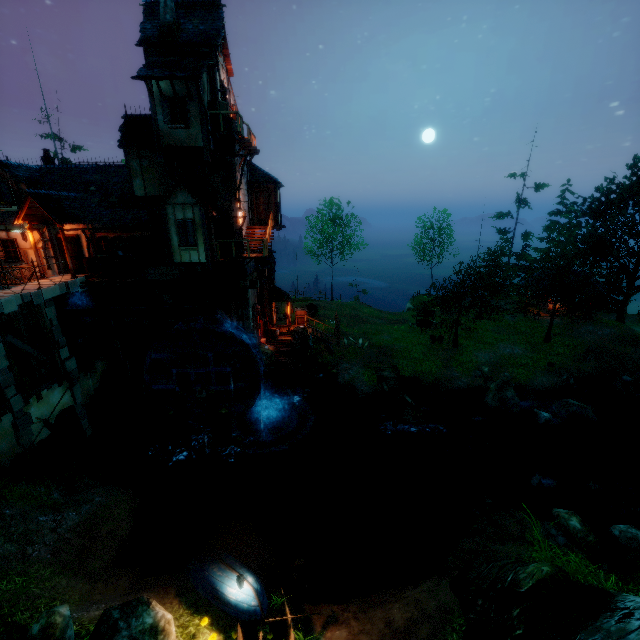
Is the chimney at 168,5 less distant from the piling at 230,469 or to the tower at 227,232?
the tower at 227,232

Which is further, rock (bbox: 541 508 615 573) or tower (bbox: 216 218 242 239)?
tower (bbox: 216 218 242 239)

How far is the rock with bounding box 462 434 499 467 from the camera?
17.4m

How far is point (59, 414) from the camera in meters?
16.4

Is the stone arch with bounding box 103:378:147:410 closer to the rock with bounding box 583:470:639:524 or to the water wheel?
the water wheel

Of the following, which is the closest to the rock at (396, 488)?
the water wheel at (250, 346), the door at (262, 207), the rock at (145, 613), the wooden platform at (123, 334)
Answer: the water wheel at (250, 346)

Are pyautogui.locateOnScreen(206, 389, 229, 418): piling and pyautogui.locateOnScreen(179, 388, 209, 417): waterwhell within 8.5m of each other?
yes

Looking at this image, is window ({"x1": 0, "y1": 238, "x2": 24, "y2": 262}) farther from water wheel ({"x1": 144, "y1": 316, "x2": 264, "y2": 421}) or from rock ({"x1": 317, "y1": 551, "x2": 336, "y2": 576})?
rock ({"x1": 317, "y1": 551, "x2": 336, "y2": 576})
